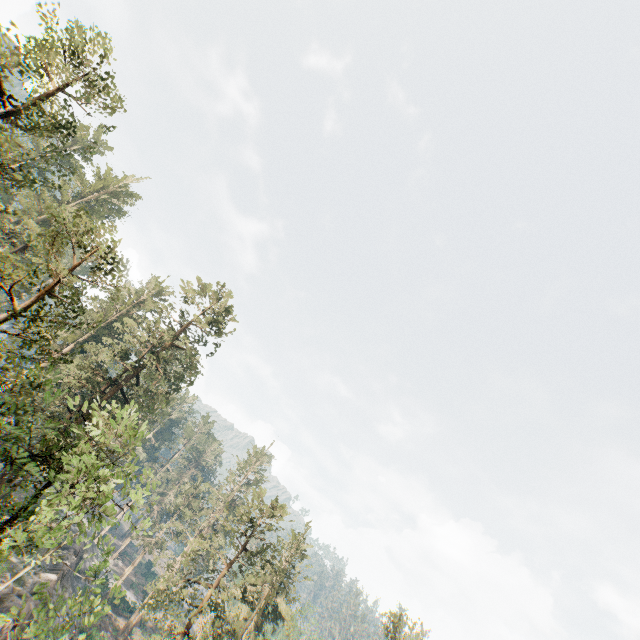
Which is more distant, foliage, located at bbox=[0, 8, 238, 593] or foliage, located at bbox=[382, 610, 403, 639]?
foliage, located at bbox=[382, 610, 403, 639]

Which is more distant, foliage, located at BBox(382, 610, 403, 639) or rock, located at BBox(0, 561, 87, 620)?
foliage, located at BBox(382, 610, 403, 639)

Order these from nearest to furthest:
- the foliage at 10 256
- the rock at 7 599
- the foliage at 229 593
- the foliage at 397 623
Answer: the foliage at 229 593 → the foliage at 10 256 → the rock at 7 599 → the foliage at 397 623

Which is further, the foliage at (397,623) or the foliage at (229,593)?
the foliage at (397,623)

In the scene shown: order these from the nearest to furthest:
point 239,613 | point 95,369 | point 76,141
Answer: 1. point 95,369
2. point 239,613
3. point 76,141

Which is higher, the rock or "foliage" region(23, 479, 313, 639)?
"foliage" region(23, 479, 313, 639)
